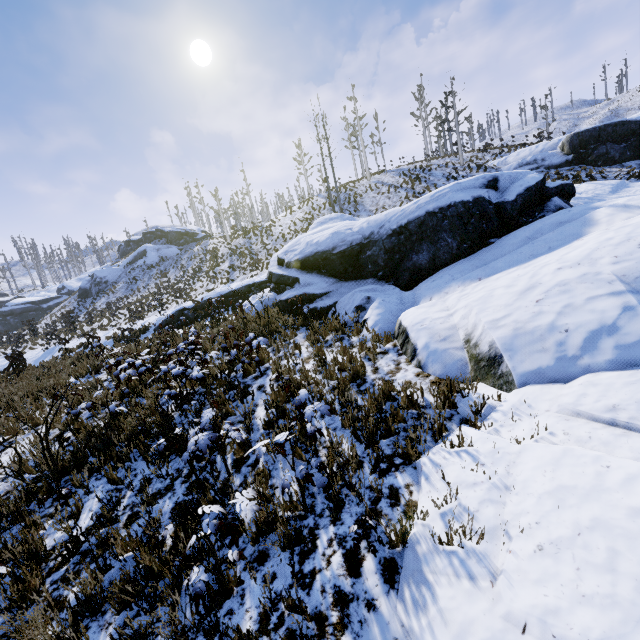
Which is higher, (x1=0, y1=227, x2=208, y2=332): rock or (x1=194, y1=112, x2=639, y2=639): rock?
(x1=0, y1=227, x2=208, y2=332): rock

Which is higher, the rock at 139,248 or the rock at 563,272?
the rock at 139,248

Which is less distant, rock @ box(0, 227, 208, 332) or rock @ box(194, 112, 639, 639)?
rock @ box(194, 112, 639, 639)

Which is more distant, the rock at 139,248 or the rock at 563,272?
the rock at 139,248

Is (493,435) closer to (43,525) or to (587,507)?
(587,507)
